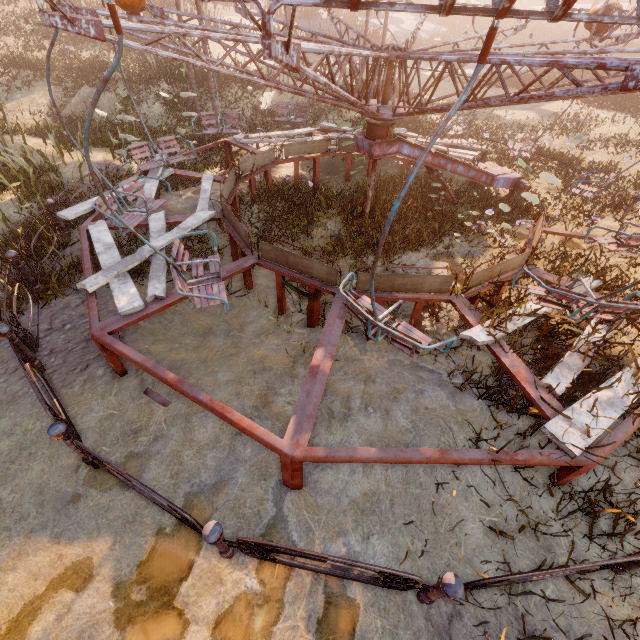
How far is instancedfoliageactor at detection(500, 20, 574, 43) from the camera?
34.4m

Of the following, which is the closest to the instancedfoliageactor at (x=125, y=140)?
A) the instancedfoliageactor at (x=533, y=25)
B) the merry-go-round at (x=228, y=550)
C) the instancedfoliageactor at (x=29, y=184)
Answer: the merry-go-round at (x=228, y=550)

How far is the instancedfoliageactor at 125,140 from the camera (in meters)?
9.13

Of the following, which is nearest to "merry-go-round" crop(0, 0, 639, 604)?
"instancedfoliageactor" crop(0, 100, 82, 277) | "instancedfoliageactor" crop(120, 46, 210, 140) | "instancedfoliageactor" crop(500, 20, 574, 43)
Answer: "instancedfoliageactor" crop(0, 100, 82, 277)

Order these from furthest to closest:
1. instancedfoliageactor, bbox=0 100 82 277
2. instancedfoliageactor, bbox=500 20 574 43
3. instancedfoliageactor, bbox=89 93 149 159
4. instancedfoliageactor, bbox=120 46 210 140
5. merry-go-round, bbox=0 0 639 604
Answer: instancedfoliageactor, bbox=500 20 574 43 < instancedfoliageactor, bbox=120 46 210 140 < instancedfoliageactor, bbox=89 93 149 159 < instancedfoliageactor, bbox=0 100 82 277 < merry-go-round, bbox=0 0 639 604

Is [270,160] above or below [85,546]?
above

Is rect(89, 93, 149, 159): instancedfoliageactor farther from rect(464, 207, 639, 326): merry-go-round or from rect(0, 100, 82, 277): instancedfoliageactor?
rect(0, 100, 82, 277): instancedfoliageactor

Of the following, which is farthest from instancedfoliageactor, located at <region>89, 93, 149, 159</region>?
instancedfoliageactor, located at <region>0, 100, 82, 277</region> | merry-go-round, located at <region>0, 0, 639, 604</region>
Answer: instancedfoliageactor, located at <region>0, 100, 82, 277</region>
